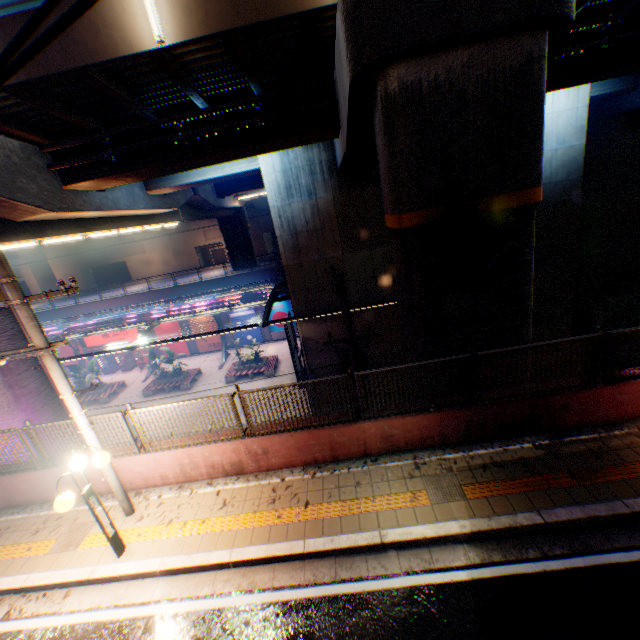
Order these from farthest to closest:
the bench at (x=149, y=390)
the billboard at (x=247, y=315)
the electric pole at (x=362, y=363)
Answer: the billboard at (x=247, y=315), the bench at (x=149, y=390), the electric pole at (x=362, y=363)

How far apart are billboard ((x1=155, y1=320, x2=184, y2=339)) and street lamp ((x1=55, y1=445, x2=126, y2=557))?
26.36m

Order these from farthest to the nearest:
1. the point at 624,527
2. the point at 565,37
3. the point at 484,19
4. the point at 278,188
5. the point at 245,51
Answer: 1. the point at 278,188
2. the point at 245,51
3. the point at 565,37
4. the point at 484,19
5. the point at 624,527

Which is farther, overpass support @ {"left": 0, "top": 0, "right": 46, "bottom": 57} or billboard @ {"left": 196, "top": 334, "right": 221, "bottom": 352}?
billboard @ {"left": 196, "top": 334, "right": 221, "bottom": 352}

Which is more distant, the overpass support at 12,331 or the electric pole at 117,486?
the overpass support at 12,331

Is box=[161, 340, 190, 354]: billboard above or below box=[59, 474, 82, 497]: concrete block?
below

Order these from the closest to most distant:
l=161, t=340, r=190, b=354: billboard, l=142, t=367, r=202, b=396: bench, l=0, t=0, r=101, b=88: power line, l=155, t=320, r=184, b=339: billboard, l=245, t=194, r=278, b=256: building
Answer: l=0, t=0, r=101, b=88: power line, l=142, t=367, r=202, b=396: bench, l=155, t=320, r=184, b=339: billboard, l=161, t=340, r=190, b=354: billboard, l=245, t=194, r=278, b=256: building

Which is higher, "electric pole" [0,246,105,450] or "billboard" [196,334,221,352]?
"electric pole" [0,246,105,450]
